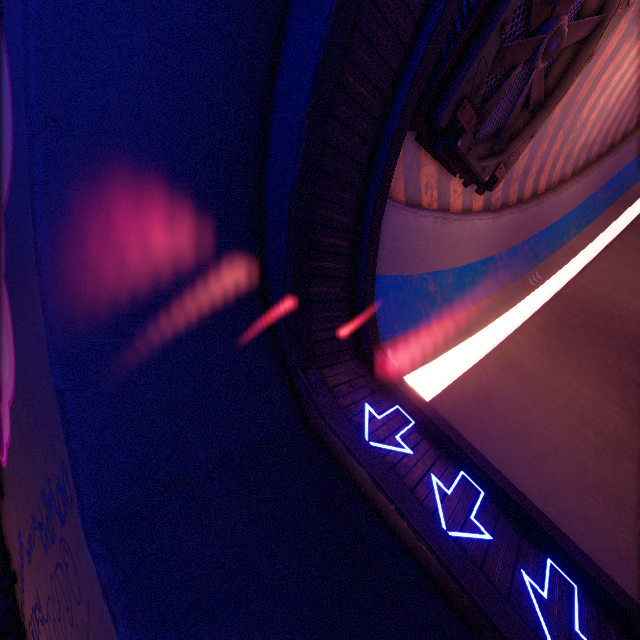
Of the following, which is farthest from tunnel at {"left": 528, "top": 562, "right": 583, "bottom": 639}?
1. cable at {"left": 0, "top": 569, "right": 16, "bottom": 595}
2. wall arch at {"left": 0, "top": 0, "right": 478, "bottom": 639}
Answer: cable at {"left": 0, "top": 569, "right": 16, "bottom": 595}

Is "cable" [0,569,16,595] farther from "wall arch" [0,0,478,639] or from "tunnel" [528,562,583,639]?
"tunnel" [528,562,583,639]

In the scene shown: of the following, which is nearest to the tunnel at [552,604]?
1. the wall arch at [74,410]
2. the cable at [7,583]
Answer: the wall arch at [74,410]

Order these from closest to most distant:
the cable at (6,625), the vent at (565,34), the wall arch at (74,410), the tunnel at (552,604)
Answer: the wall arch at (74,410) < the tunnel at (552,604) < the cable at (6,625) < the vent at (565,34)

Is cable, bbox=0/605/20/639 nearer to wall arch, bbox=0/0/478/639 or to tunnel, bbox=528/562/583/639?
wall arch, bbox=0/0/478/639

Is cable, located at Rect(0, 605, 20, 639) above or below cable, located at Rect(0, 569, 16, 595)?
below

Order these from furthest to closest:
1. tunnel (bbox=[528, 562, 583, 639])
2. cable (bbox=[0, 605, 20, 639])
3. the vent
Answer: the vent → cable (bbox=[0, 605, 20, 639]) → tunnel (bbox=[528, 562, 583, 639])

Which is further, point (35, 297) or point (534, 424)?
point (534, 424)
